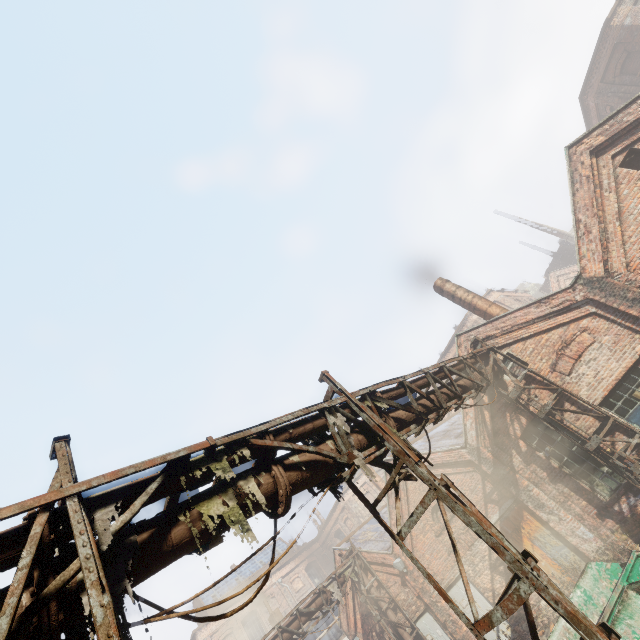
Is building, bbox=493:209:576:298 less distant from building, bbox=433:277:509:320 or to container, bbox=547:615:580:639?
building, bbox=433:277:509:320

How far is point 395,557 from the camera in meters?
14.8 m

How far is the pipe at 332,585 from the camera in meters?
14.4

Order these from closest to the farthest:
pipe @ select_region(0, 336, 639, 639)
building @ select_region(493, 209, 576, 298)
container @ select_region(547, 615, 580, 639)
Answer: pipe @ select_region(0, 336, 639, 639) → container @ select_region(547, 615, 580, 639) → building @ select_region(493, 209, 576, 298)

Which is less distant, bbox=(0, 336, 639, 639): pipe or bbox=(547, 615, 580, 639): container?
bbox=(0, 336, 639, 639): pipe

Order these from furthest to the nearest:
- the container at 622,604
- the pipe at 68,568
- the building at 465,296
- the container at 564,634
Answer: the building at 465,296, the container at 564,634, the container at 622,604, the pipe at 68,568

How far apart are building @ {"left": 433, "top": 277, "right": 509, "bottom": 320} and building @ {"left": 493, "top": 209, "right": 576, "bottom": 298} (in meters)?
29.92
